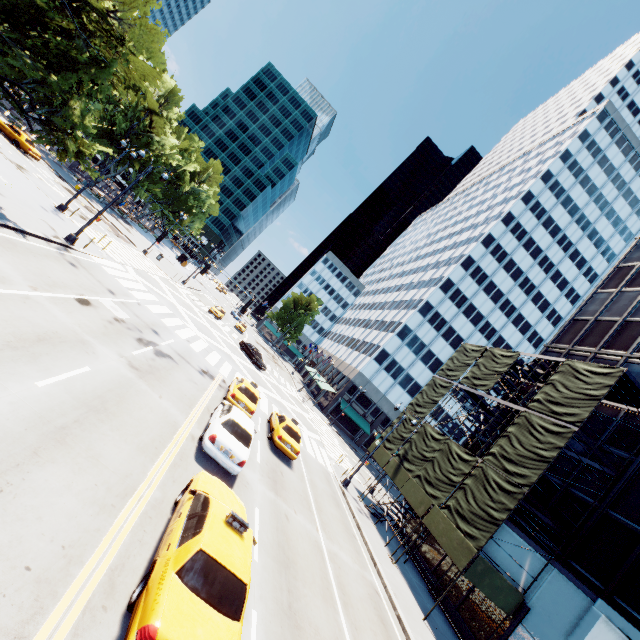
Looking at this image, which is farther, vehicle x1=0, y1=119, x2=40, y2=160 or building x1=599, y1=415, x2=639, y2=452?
vehicle x1=0, y1=119, x2=40, y2=160

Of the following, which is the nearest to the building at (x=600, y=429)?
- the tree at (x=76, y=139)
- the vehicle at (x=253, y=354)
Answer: the vehicle at (x=253, y=354)

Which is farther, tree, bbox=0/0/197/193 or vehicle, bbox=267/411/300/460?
vehicle, bbox=267/411/300/460

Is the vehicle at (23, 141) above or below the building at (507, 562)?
below

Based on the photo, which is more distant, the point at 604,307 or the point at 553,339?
the point at 553,339

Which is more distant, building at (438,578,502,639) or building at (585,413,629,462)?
building at (585,413,629,462)

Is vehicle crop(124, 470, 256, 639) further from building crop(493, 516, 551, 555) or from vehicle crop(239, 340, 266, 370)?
vehicle crop(239, 340, 266, 370)

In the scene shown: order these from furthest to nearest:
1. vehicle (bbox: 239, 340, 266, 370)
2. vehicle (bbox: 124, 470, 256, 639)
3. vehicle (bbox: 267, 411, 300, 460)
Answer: vehicle (bbox: 239, 340, 266, 370) → vehicle (bbox: 267, 411, 300, 460) → vehicle (bbox: 124, 470, 256, 639)
